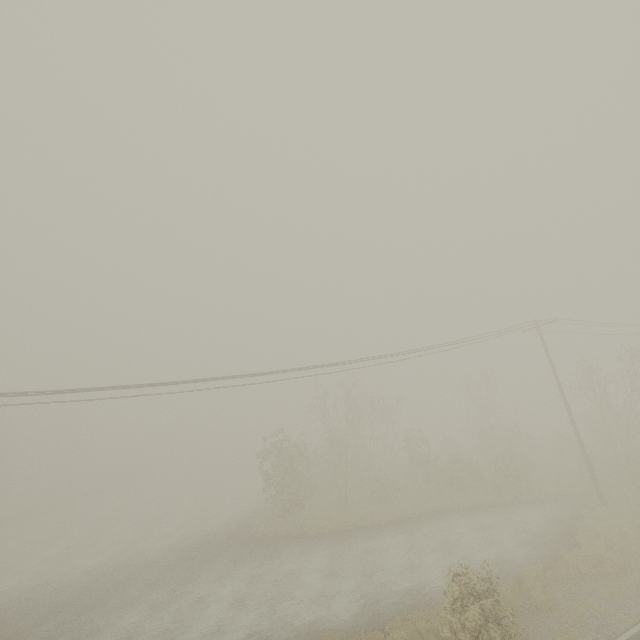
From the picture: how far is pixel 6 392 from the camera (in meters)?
12.45
